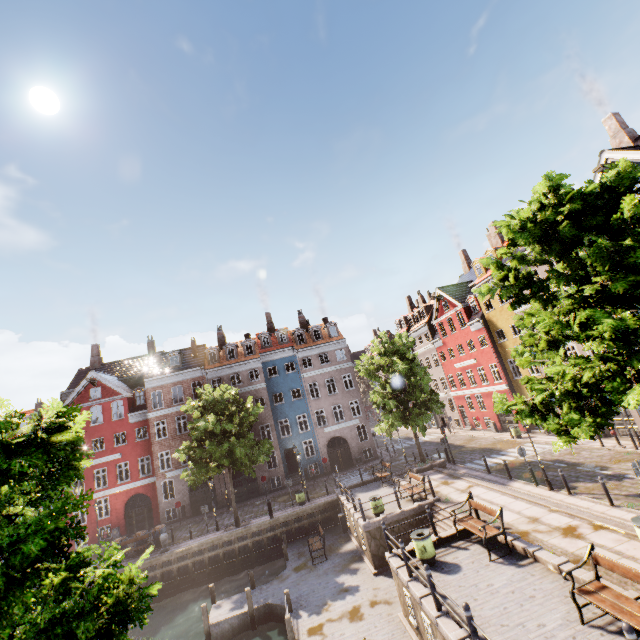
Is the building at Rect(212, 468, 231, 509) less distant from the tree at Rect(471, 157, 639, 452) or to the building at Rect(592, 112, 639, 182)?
the tree at Rect(471, 157, 639, 452)

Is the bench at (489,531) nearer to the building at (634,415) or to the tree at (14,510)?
the tree at (14,510)

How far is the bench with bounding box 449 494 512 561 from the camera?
11.06m

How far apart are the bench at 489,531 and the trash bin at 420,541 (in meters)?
1.47

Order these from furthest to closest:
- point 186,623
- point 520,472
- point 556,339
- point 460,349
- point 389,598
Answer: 1. point 460,349
2. point 520,472
3. point 186,623
4. point 389,598
5. point 556,339

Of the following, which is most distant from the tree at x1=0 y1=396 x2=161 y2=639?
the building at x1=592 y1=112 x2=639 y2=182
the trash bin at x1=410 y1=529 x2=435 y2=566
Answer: the trash bin at x1=410 y1=529 x2=435 y2=566

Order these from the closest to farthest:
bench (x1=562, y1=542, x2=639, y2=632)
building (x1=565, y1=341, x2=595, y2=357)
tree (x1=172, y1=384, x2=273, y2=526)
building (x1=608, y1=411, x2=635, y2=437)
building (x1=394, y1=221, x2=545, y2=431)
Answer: bench (x1=562, y1=542, x2=639, y2=632)
building (x1=608, y1=411, x2=635, y2=437)
building (x1=565, y1=341, x2=595, y2=357)
tree (x1=172, y1=384, x2=273, y2=526)
building (x1=394, y1=221, x2=545, y2=431)

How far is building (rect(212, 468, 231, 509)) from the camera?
31.0 meters
